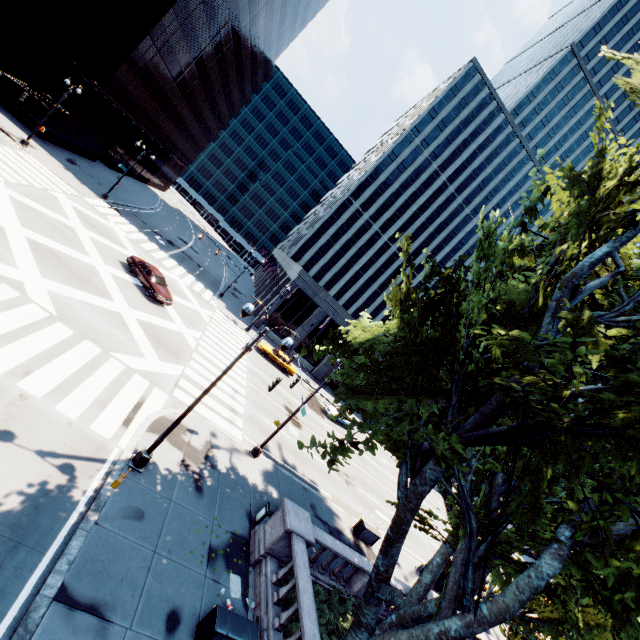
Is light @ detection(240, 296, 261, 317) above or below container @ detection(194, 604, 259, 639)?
above

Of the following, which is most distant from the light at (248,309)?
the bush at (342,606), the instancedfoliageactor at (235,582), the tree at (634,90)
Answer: the bush at (342,606)

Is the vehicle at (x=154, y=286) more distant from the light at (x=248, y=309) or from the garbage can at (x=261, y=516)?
the garbage can at (x=261, y=516)

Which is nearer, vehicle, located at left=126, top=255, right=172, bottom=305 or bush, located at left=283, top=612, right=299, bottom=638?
bush, located at left=283, top=612, right=299, bottom=638

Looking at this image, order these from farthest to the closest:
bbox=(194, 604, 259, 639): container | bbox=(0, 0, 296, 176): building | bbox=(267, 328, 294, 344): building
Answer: bbox=(267, 328, 294, 344): building < bbox=(0, 0, 296, 176): building < bbox=(194, 604, 259, 639): container

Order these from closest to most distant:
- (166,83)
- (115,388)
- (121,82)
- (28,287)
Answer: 1. (115,388)
2. (28,287)
3. (121,82)
4. (166,83)

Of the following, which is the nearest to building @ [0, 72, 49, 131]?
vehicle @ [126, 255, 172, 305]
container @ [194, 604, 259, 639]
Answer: vehicle @ [126, 255, 172, 305]

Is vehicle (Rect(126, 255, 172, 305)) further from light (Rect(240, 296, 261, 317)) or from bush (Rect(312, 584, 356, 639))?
bush (Rect(312, 584, 356, 639))
